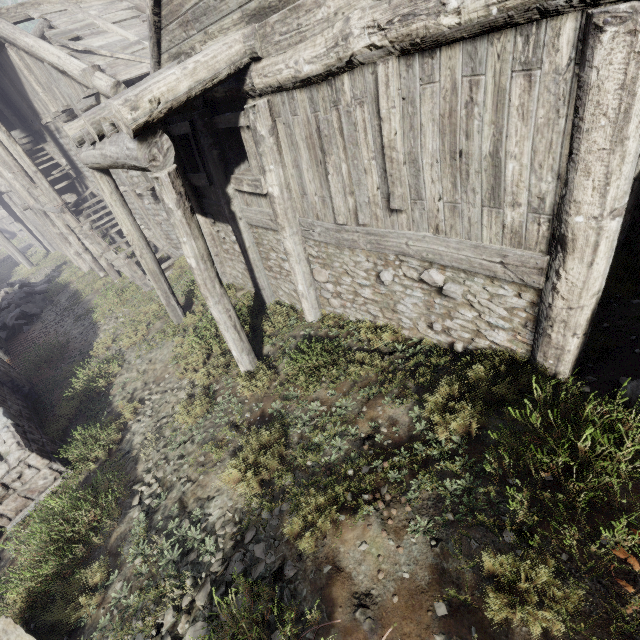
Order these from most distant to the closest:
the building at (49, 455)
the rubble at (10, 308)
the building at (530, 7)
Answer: the rubble at (10, 308)
the building at (49, 455)
the building at (530, 7)

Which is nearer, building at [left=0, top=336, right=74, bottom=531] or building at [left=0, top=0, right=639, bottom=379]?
building at [left=0, top=0, right=639, bottom=379]

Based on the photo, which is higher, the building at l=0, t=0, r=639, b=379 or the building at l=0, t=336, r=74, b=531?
the building at l=0, t=0, r=639, b=379

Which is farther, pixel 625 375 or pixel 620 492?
pixel 625 375

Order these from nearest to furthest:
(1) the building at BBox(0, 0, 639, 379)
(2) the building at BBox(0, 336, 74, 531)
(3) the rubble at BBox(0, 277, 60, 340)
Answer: (1) the building at BBox(0, 0, 639, 379) < (2) the building at BBox(0, 336, 74, 531) < (3) the rubble at BBox(0, 277, 60, 340)

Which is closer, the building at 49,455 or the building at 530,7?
the building at 530,7

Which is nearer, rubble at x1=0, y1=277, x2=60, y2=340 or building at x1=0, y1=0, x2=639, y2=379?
building at x1=0, y1=0, x2=639, y2=379
